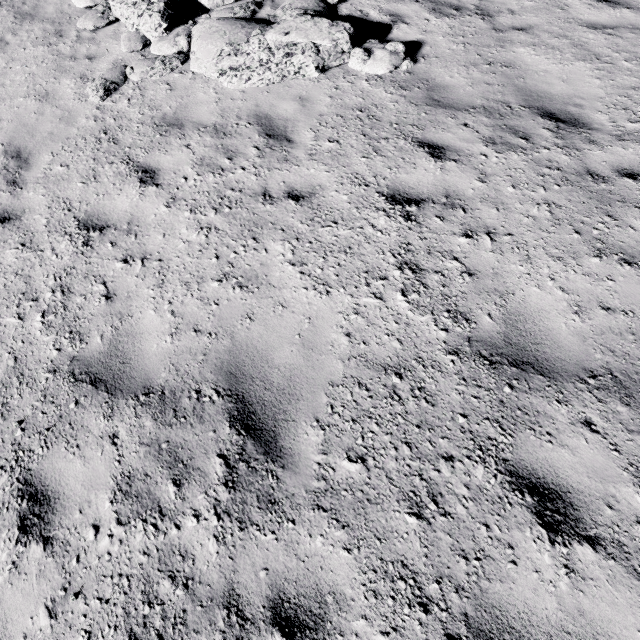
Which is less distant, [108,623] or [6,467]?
[108,623]
